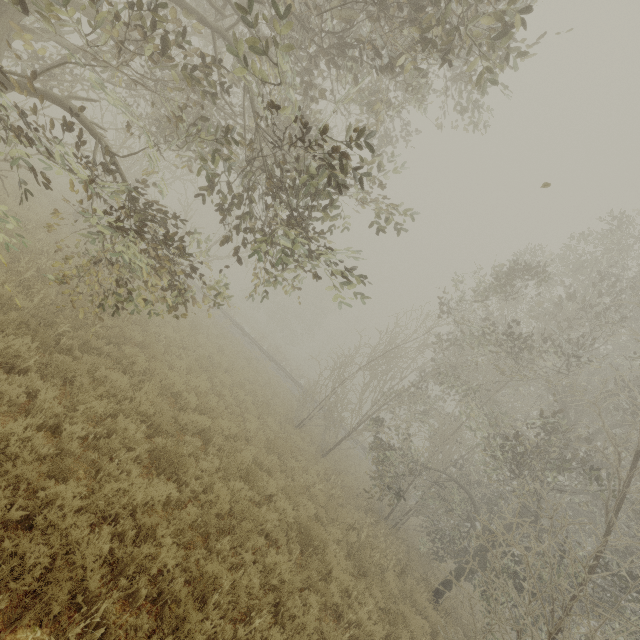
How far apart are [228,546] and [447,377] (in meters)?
11.32
